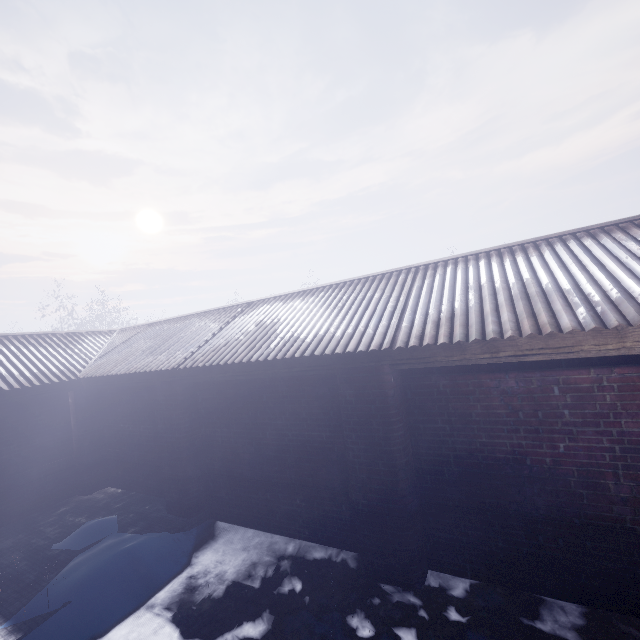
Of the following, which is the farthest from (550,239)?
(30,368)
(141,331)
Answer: → (30,368)
